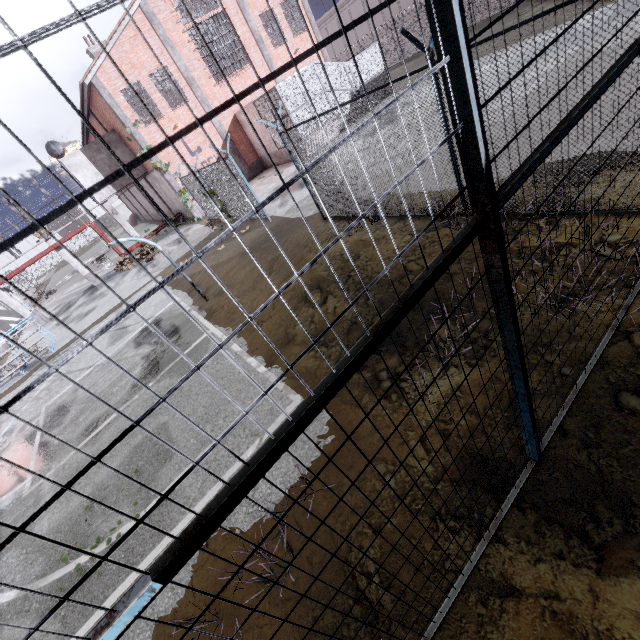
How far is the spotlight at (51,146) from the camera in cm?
2134

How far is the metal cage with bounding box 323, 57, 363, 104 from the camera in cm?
1939

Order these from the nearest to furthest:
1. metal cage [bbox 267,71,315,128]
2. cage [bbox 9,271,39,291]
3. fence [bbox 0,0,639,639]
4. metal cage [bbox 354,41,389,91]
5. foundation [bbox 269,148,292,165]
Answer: fence [bbox 0,0,639,639] → metal cage [bbox 267,71,315,128] → metal cage [bbox 354,41,389,91] → foundation [bbox 269,148,292,165] → cage [bbox 9,271,39,291]

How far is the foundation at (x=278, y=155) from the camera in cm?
2126

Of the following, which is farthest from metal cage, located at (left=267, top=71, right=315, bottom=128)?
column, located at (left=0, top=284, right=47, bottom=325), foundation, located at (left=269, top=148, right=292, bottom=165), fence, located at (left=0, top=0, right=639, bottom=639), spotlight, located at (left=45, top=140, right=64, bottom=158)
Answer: column, located at (left=0, top=284, right=47, bottom=325)

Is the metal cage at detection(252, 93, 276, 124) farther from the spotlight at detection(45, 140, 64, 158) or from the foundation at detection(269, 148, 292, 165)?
the spotlight at detection(45, 140, 64, 158)

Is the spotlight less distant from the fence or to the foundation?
the fence

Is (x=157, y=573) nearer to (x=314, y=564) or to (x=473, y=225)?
(x=473, y=225)
